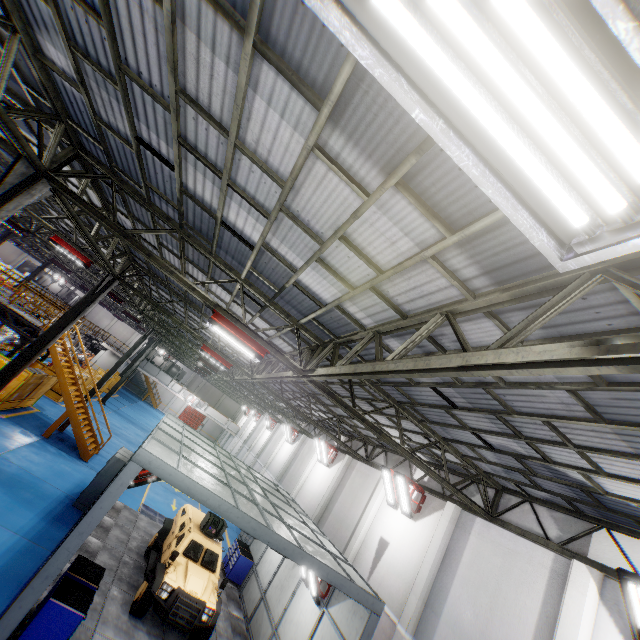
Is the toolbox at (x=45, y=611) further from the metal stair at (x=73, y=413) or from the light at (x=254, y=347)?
the metal stair at (x=73, y=413)

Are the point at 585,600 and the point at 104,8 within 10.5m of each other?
no

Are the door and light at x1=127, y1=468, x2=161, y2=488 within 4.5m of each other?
no

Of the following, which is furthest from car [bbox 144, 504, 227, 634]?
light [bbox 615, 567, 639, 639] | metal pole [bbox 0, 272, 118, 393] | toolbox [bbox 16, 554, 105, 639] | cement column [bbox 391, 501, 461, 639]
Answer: light [bbox 615, 567, 639, 639]

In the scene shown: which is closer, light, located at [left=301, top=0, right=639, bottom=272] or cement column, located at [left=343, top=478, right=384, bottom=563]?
light, located at [left=301, top=0, right=639, bottom=272]

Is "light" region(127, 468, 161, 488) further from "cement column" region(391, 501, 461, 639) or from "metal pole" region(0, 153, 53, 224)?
"cement column" region(391, 501, 461, 639)

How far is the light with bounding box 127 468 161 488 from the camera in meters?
9.2

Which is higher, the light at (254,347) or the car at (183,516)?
the light at (254,347)
